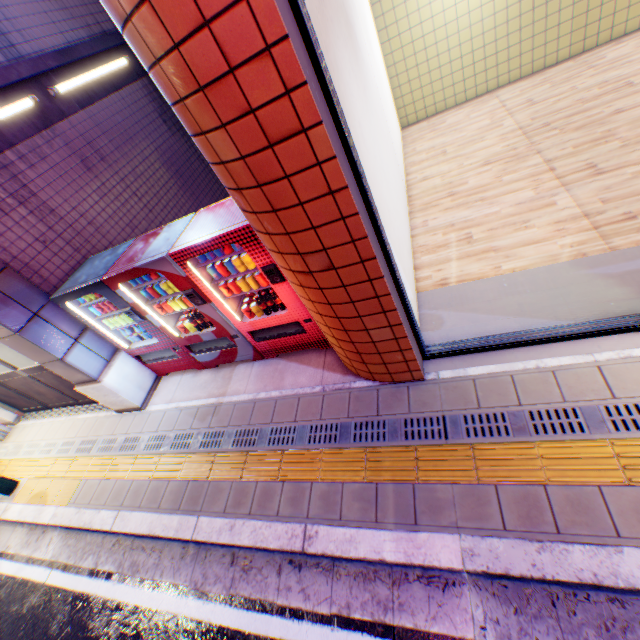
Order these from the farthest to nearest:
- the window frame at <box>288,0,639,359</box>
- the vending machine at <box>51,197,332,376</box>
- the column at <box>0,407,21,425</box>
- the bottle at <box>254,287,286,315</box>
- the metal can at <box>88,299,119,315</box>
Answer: the column at <box>0,407,21,425</box> → the metal can at <box>88,299,119,315</box> → the bottle at <box>254,287,286,315</box> → the vending machine at <box>51,197,332,376</box> → the window frame at <box>288,0,639,359</box>

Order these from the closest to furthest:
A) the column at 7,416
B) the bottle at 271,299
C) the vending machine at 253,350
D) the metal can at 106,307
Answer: the vending machine at 253,350 < the bottle at 271,299 < the metal can at 106,307 < the column at 7,416

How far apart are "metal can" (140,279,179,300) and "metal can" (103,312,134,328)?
0.4m

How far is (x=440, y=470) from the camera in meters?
2.9

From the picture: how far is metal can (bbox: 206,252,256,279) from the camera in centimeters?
363cm

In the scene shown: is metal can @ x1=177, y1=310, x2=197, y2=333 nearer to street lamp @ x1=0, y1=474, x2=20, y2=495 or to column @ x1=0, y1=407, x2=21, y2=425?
street lamp @ x1=0, y1=474, x2=20, y2=495

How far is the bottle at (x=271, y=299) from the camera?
3.96m

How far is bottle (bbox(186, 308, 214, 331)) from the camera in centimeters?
442cm
